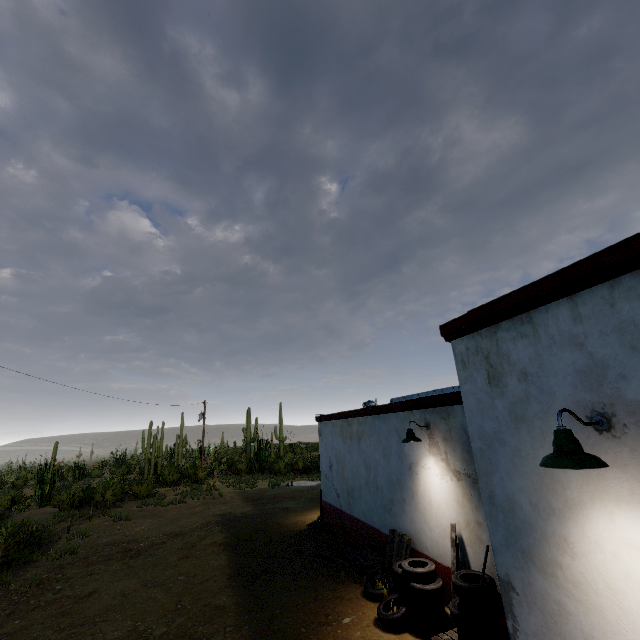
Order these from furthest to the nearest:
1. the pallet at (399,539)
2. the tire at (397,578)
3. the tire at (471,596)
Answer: the pallet at (399,539) → the tire at (397,578) → the tire at (471,596)

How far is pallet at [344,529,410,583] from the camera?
7.7m

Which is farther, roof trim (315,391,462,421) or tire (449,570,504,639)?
roof trim (315,391,462,421)

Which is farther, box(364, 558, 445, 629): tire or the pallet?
the pallet

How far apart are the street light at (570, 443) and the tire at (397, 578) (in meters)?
4.99

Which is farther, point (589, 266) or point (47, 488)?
point (47, 488)

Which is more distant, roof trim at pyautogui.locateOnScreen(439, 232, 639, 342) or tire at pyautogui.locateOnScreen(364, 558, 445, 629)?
tire at pyautogui.locateOnScreen(364, 558, 445, 629)

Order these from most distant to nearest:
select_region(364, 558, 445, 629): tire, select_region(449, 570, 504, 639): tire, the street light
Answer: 1. select_region(364, 558, 445, 629): tire
2. select_region(449, 570, 504, 639): tire
3. the street light
